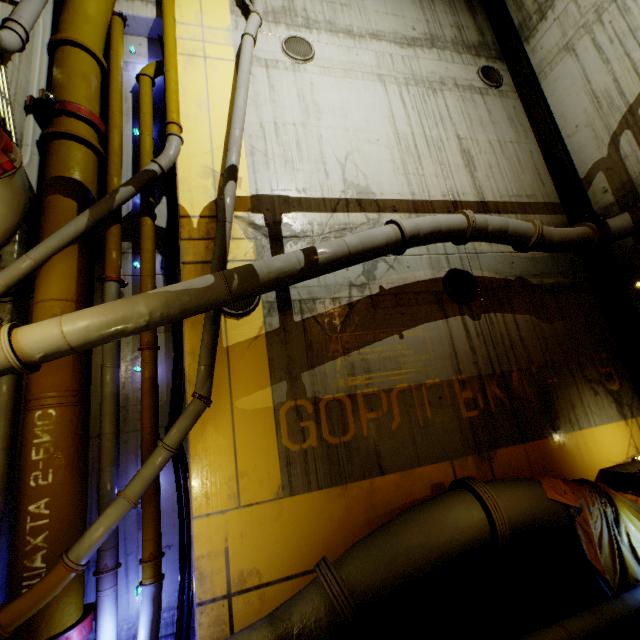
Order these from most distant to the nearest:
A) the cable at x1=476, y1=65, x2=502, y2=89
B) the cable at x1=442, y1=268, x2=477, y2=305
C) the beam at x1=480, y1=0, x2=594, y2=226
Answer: the cable at x1=476, y1=65, x2=502, y2=89
the beam at x1=480, y1=0, x2=594, y2=226
the cable at x1=442, y1=268, x2=477, y2=305

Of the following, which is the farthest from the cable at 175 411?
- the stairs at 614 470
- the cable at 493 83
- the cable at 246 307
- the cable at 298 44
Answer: the cable at 493 83

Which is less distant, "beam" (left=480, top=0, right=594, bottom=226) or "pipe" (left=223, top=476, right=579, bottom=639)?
"pipe" (left=223, top=476, right=579, bottom=639)

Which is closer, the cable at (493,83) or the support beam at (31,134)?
the support beam at (31,134)

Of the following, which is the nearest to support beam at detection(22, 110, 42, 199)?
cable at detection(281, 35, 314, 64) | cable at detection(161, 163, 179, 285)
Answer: cable at detection(161, 163, 179, 285)

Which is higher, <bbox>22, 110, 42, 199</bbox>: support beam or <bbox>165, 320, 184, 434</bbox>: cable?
<bbox>22, 110, 42, 199</bbox>: support beam

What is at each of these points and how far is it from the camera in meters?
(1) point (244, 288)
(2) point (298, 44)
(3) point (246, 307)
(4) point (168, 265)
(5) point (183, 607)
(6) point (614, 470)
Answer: (1) pipe, 4.6
(2) cable, 7.8
(3) cable, 5.6
(4) cable, 5.9
(5) cable, 4.6
(6) stairs, 6.2

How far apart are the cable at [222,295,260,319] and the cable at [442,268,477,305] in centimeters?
381cm
